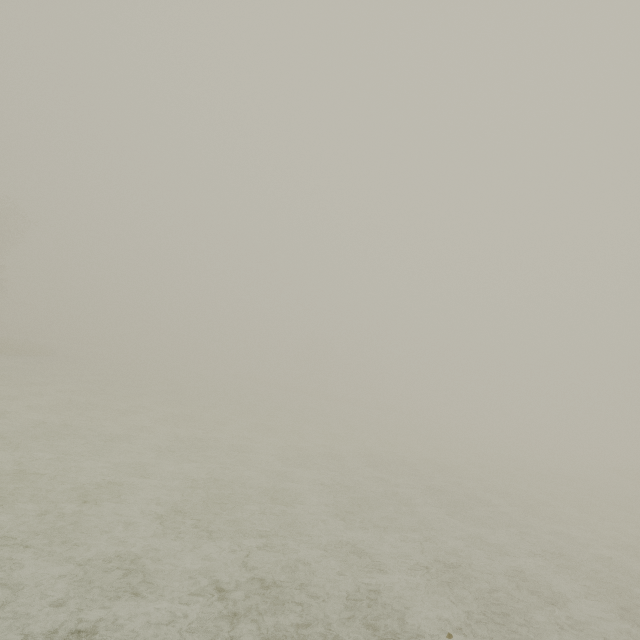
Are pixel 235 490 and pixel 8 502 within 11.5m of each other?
yes
